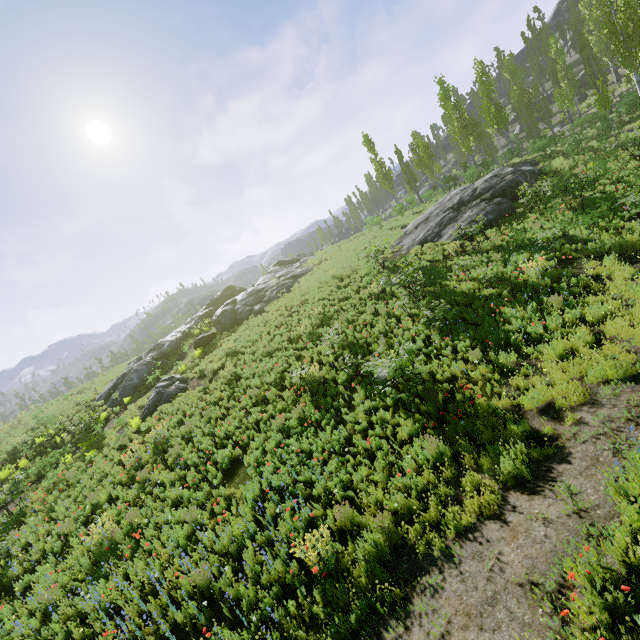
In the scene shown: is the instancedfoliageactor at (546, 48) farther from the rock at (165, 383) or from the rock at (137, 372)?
the rock at (165, 383)

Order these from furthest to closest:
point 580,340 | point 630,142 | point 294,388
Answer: point 630,142 < point 294,388 < point 580,340

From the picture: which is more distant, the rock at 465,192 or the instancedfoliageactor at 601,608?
the rock at 465,192

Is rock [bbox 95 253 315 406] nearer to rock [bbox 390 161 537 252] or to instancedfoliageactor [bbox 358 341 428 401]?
instancedfoliageactor [bbox 358 341 428 401]

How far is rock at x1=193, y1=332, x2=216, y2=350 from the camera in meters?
23.1

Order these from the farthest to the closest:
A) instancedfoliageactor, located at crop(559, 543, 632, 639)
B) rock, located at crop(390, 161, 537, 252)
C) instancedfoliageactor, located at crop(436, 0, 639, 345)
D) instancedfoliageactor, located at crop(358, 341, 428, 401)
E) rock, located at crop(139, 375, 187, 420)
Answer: rock, located at crop(390, 161, 537, 252) → rock, located at crop(139, 375, 187, 420) → instancedfoliageactor, located at crop(436, 0, 639, 345) → instancedfoliageactor, located at crop(358, 341, 428, 401) → instancedfoliageactor, located at crop(559, 543, 632, 639)

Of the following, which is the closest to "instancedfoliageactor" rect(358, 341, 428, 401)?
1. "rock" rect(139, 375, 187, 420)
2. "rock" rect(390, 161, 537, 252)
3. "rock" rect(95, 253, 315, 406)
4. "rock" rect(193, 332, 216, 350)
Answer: "rock" rect(95, 253, 315, 406)

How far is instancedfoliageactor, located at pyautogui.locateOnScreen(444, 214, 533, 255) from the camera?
13.14m
